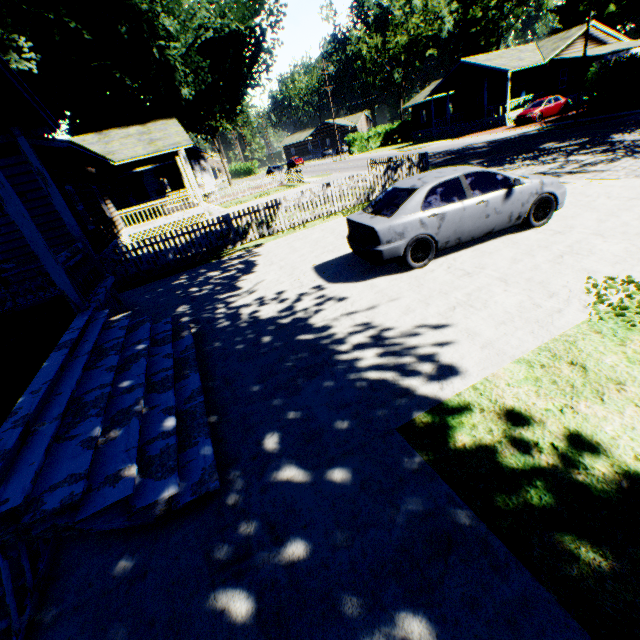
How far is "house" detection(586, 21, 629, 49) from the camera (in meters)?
31.09

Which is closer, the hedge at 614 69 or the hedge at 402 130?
the hedge at 614 69

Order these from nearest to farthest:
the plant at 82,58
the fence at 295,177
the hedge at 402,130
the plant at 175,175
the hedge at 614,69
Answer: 1. the plant at 82,58
2. the hedge at 614,69
3. the plant at 175,175
4. the fence at 295,177
5. the hedge at 402,130

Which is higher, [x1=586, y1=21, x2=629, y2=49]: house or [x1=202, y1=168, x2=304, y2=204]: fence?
[x1=586, y1=21, x2=629, y2=49]: house

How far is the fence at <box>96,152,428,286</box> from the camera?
11.4 meters

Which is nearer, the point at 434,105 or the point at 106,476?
the point at 106,476

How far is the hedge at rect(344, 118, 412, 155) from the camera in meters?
48.8 m

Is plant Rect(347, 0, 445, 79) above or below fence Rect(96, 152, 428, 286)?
above
